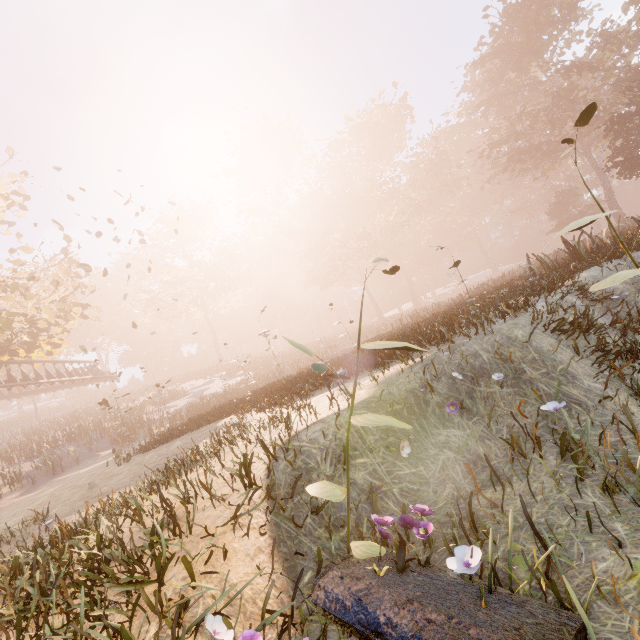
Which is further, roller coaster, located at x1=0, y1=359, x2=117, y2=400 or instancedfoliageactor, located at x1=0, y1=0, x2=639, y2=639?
roller coaster, located at x1=0, y1=359, x2=117, y2=400

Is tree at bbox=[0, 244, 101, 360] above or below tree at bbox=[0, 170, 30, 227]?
below

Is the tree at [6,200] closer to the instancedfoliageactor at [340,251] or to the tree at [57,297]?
the tree at [57,297]

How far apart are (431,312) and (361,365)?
20.0 meters

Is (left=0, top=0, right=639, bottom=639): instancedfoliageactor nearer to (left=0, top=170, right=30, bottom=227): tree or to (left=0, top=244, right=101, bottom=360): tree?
(left=0, top=244, right=101, bottom=360): tree

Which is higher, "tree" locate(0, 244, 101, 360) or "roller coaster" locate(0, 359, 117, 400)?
"tree" locate(0, 244, 101, 360)

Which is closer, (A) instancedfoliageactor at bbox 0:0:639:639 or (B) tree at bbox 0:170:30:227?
(A) instancedfoliageactor at bbox 0:0:639:639
